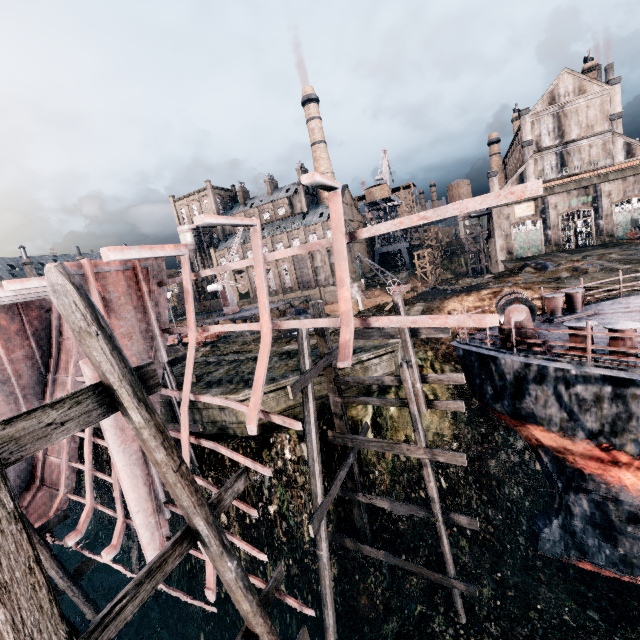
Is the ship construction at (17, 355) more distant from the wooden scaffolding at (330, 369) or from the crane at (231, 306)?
the crane at (231, 306)

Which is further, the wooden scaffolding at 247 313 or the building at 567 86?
the building at 567 86

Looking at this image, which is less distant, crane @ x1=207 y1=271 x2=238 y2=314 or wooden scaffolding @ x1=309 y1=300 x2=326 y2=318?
wooden scaffolding @ x1=309 y1=300 x2=326 y2=318

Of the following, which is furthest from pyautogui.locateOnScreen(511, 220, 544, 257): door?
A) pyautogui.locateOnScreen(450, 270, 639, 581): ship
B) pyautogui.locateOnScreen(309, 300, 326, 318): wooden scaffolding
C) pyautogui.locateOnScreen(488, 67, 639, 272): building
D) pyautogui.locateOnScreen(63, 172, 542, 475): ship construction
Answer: pyautogui.locateOnScreen(63, 172, 542, 475): ship construction

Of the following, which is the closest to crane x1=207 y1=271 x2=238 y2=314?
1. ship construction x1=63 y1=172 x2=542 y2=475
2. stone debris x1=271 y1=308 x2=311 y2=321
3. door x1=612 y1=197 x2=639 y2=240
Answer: stone debris x1=271 y1=308 x2=311 y2=321

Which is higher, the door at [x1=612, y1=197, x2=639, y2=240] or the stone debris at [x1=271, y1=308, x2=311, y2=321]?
the door at [x1=612, y1=197, x2=639, y2=240]

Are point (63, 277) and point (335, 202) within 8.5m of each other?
yes

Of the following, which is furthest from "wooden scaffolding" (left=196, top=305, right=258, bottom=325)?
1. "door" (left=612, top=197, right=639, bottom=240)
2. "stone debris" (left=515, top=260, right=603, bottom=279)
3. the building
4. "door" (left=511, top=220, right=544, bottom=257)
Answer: "door" (left=612, top=197, right=639, bottom=240)
